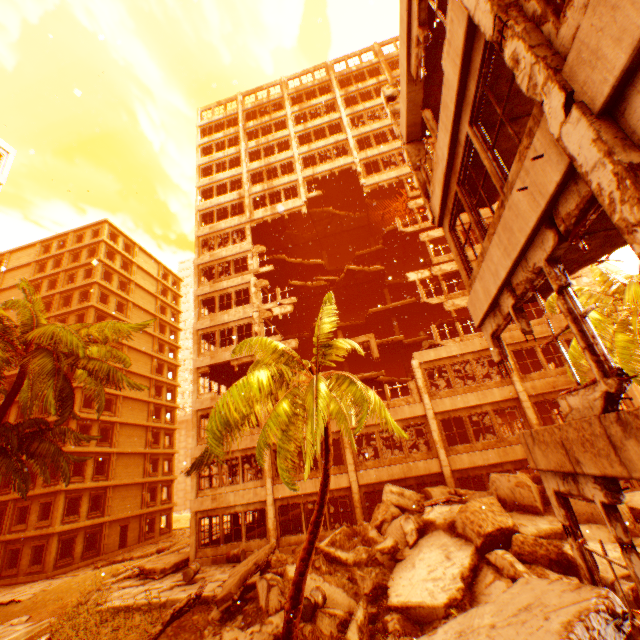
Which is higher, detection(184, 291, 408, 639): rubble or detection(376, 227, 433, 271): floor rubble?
detection(376, 227, 433, 271): floor rubble

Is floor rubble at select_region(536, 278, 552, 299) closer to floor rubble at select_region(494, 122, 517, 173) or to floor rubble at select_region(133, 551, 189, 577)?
floor rubble at select_region(494, 122, 517, 173)

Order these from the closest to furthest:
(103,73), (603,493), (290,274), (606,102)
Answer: (606,102) < (603,493) < (103,73) < (290,274)

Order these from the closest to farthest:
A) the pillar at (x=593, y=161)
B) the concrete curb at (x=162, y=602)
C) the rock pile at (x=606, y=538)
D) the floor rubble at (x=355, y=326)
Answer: the pillar at (x=593, y=161) < the rock pile at (x=606, y=538) < the concrete curb at (x=162, y=602) < the floor rubble at (x=355, y=326)

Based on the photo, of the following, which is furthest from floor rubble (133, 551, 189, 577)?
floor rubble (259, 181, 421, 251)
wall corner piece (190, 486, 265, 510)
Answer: floor rubble (259, 181, 421, 251)

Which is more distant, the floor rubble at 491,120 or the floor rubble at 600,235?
the floor rubble at 491,120

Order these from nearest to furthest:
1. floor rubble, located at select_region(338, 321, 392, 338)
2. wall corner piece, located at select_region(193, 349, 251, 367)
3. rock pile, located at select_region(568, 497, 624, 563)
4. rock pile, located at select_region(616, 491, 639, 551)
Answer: rock pile, located at select_region(568, 497, 624, 563) → rock pile, located at select_region(616, 491, 639, 551) → wall corner piece, located at select_region(193, 349, 251, 367) → floor rubble, located at select_region(338, 321, 392, 338)

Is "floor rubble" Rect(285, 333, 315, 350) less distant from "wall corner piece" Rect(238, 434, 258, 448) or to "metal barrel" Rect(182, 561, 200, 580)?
"wall corner piece" Rect(238, 434, 258, 448)
